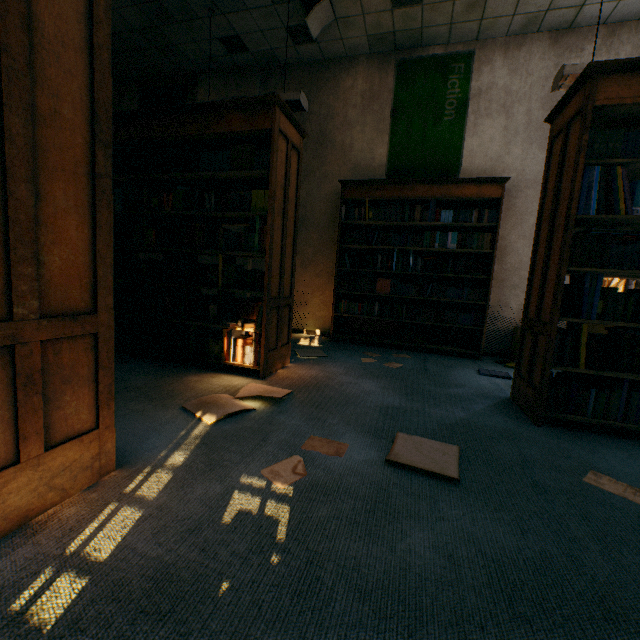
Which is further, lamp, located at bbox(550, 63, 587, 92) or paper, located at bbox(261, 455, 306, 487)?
lamp, located at bbox(550, 63, 587, 92)

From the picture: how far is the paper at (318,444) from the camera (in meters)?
1.63

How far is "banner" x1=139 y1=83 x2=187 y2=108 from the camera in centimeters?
527cm

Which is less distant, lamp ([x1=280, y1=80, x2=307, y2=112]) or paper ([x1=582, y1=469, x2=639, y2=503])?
paper ([x1=582, y1=469, x2=639, y2=503])

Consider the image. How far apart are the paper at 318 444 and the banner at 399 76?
3.9m

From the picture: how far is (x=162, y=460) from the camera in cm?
146

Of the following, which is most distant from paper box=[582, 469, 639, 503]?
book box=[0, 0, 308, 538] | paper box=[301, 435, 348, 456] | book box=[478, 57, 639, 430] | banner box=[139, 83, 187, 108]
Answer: banner box=[139, 83, 187, 108]

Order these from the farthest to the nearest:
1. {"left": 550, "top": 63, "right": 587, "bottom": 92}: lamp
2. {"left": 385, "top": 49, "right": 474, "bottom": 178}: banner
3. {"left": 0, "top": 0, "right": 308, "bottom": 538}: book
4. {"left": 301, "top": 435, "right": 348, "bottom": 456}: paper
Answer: {"left": 385, "top": 49, "right": 474, "bottom": 178}: banner
{"left": 550, "top": 63, "right": 587, "bottom": 92}: lamp
{"left": 301, "top": 435, "right": 348, "bottom": 456}: paper
{"left": 0, "top": 0, "right": 308, "bottom": 538}: book
